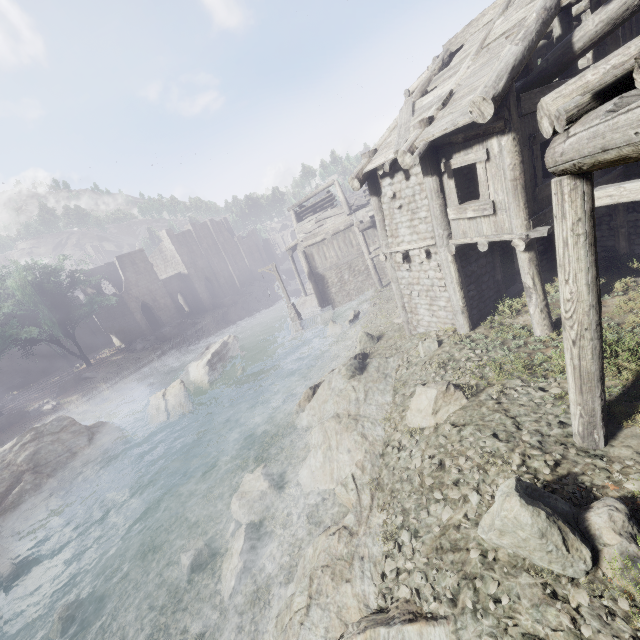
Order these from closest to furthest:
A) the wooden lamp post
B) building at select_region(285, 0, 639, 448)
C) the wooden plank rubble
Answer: building at select_region(285, 0, 639, 448) → the wooden lamp post → the wooden plank rubble

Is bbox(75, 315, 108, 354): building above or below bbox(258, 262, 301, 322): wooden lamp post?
above

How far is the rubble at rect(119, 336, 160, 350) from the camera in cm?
3665

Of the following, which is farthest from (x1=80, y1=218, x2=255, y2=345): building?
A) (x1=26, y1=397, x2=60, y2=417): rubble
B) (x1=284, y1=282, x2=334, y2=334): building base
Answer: (x1=26, y1=397, x2=60, y2=417): rubble

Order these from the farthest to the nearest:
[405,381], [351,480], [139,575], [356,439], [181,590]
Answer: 1. [405,381]
2. [139,575]
3. [356,439]
4. [181,590]
5. [351,480]

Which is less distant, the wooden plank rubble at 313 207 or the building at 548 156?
the building at 548 156

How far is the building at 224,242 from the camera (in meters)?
38.31

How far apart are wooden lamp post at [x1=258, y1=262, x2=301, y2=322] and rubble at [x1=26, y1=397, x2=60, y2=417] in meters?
19.8
